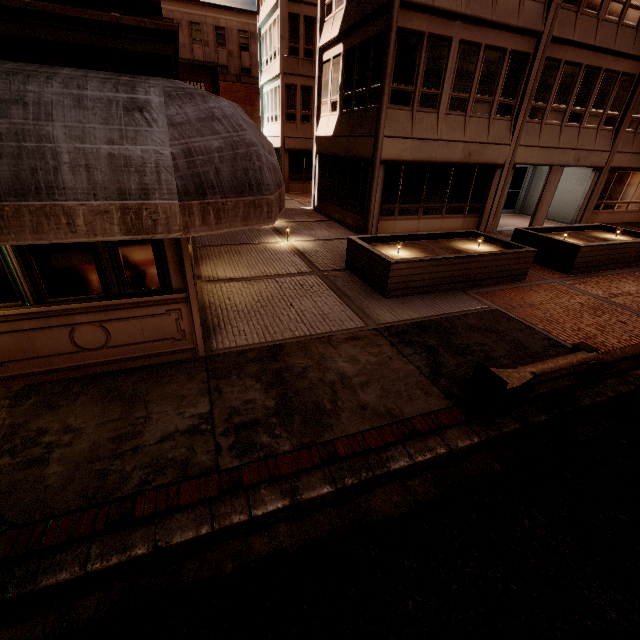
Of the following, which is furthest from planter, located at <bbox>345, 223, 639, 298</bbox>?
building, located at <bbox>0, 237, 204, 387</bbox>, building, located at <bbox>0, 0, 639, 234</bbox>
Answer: building, located at <bbox>0, 237, 204, 387</bbox>

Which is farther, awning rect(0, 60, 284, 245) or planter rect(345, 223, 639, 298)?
planter rect(345, 223, 639, 298)

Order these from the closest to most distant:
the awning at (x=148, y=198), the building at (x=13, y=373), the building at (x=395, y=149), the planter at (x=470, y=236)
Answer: the awning at (x=148, y=198) < the building at (x=395, y=149) < the building at (x=13, y=373) < the planter at (x=470, y=236)

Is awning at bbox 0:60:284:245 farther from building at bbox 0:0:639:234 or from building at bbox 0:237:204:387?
building at bbox 0:0:639:234

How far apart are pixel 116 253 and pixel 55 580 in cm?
375

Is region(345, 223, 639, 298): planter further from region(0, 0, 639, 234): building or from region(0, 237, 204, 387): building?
region(0, 237, 204, 387): building

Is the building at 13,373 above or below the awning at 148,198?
below

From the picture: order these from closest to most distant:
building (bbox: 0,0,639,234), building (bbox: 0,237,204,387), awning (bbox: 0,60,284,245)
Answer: awning (bbox: 0,60,284,245)
building (bbox: 0,0,639,234)
building (bbox: 0,237,204,387)
